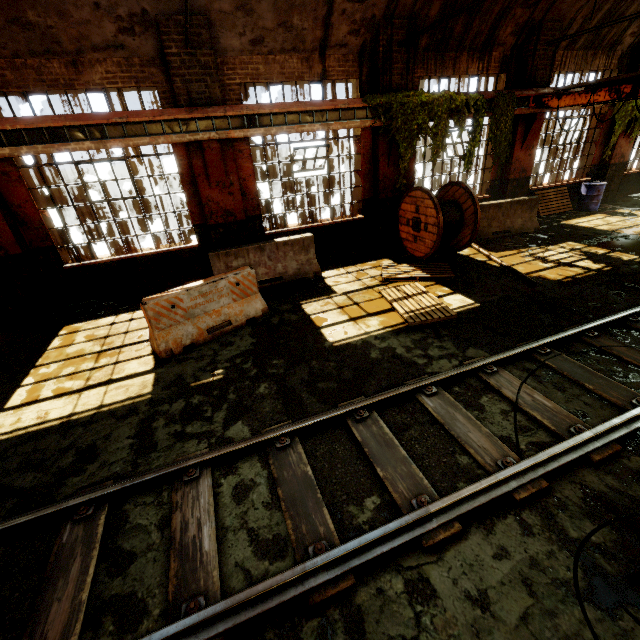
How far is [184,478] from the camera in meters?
3.3 m

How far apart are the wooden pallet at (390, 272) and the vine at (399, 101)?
2.42m

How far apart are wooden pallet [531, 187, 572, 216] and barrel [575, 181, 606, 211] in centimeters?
24cm

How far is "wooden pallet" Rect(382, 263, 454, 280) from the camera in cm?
763

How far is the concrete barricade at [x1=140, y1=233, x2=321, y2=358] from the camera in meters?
5.6

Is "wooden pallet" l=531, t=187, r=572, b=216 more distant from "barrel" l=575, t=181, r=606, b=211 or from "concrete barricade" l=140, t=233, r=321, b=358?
"concrete barricade" l=140, t=233, r=321, b=358

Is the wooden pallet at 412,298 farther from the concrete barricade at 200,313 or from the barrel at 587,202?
the barrel at 587,202

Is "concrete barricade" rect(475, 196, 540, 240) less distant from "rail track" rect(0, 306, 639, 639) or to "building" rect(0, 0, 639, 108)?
"building" rect(0, 0, 639, 108)
